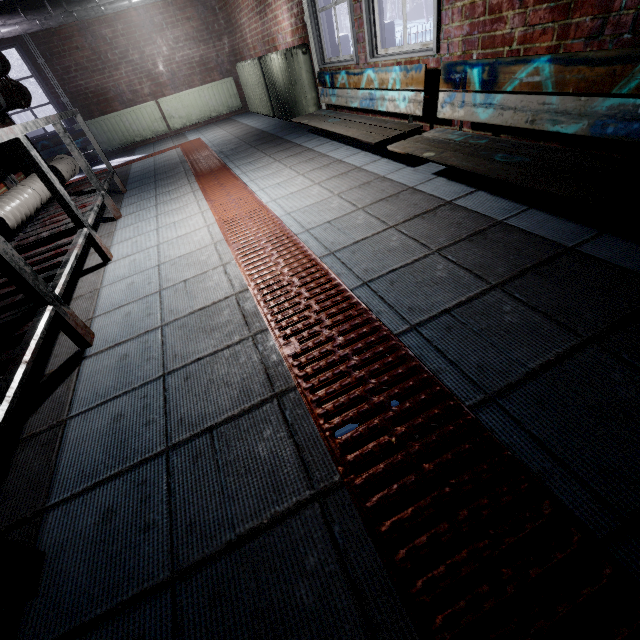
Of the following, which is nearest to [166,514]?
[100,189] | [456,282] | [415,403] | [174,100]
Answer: [415,403]

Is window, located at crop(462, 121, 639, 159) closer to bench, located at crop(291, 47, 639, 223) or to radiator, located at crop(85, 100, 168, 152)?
bench, located at crop(291, 47, 639, 223)

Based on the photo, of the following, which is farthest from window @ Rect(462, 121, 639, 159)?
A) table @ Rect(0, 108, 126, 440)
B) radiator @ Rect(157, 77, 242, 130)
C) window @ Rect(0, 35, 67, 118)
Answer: window @ Rect(0, 35, 67, 118)

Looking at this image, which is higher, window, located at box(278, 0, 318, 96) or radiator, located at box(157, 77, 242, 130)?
window, located at box(278, 0, 318, 96)

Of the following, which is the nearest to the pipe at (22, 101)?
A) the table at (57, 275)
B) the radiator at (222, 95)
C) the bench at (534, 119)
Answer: the table at (57, 275)

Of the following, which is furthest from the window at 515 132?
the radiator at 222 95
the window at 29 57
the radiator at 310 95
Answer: the window at 29 57

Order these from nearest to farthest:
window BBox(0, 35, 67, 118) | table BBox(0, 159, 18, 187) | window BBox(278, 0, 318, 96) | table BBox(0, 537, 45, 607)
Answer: table BBox(0, 537, 45, 607) < table BBox(0, 159, 18, 187) < window BBox(278, 0, 318, 96) < window BBox(0, 35, 67, 118)

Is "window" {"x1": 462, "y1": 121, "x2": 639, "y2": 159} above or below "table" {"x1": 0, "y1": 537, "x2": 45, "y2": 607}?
above
